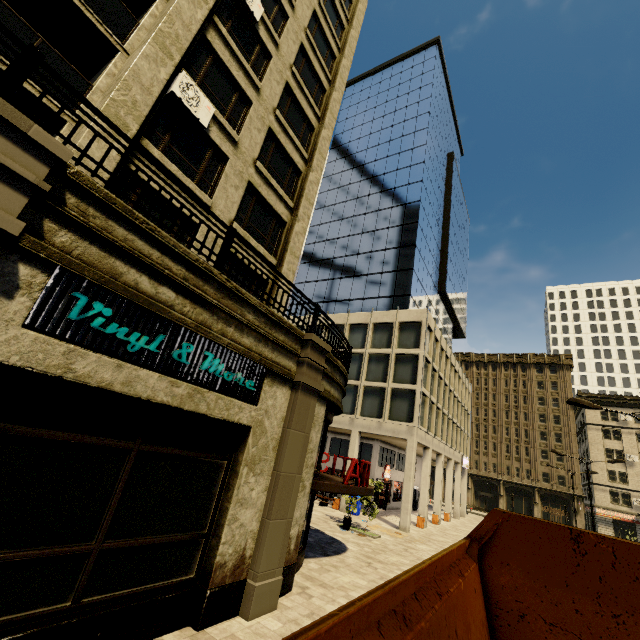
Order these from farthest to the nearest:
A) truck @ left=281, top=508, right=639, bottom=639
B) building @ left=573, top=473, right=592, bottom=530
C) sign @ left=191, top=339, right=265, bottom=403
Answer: building @ left=573, top=473, right=592, bottom=530 < sign @ left=191, top=339, right=265, bottom=403 < truck @ left=281, top=508, right=639, bottom=639

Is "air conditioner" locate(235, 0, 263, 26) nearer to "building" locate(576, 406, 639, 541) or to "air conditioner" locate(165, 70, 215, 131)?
"building" locate(576, 406, 639, 541)

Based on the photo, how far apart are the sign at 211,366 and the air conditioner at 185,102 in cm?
707

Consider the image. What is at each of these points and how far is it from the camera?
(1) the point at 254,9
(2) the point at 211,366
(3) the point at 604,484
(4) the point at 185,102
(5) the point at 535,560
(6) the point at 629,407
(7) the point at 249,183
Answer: (1) air conditioner, 12.2m
(2) sign, 6.9m
(3) building, 49.0m
(4) air conditioner, 9.5m
(5) truck, 4.1m
(6) building, 51.2m
(7) building, 12.2m

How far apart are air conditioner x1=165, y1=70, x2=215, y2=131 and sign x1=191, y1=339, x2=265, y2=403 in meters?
7.1

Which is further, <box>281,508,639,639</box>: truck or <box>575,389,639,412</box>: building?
<box>575,389,639,412</box>: building
